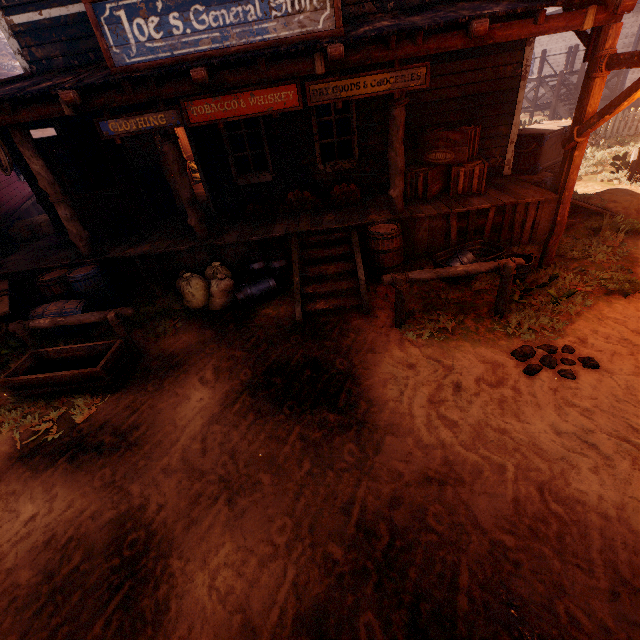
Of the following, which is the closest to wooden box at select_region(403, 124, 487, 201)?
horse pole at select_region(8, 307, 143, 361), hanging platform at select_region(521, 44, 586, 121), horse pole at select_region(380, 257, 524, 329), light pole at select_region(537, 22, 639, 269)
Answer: light pole at select_region(537, 22, 639, 269)

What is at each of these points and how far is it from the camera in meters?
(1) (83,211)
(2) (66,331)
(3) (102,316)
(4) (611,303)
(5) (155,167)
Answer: (1) bp, 7.3 m
(2) barrel, 6.0 m
(3) horse pole, 4.9 m
(4) z, 4.8 m
(5) supply box, 9.1 m

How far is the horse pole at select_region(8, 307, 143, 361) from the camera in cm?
486

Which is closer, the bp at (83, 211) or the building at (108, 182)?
the bp at (83, 211)

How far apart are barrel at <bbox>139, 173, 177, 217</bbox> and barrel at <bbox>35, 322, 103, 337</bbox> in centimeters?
240cm

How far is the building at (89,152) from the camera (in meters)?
7.17

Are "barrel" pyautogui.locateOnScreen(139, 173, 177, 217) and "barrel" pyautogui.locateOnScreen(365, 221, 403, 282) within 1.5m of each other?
no

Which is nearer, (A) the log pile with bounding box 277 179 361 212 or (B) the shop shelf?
(A) the log pile with bounding box 277 179 361 212
